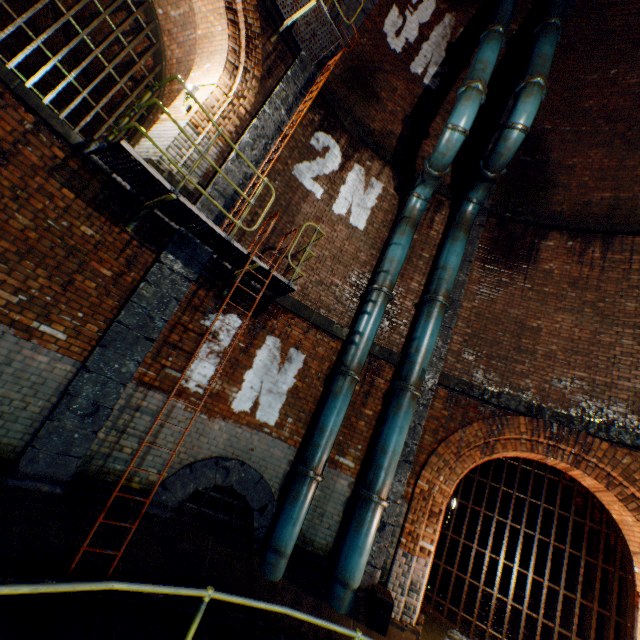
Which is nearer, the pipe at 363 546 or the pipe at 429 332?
the pipe at 363 546

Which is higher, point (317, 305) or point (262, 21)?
point (262, 21)

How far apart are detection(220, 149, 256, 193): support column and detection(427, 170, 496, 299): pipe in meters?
4.1

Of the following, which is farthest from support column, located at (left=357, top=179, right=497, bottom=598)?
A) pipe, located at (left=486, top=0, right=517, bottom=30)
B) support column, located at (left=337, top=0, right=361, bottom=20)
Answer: support column, located at (left=337, top=0, right=361, bottom=20)

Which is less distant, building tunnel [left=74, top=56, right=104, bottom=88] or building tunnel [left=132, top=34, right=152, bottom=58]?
building tunnel [left=132, top=34, right=152, bottom=58]

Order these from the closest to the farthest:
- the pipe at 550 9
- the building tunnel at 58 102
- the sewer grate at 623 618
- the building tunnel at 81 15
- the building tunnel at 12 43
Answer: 1. the sewer grate at 623 618
2. the pipe at 550 9
3. the building tunnel at 81 15
4. the building tunnel at 12 43
5. the building tunnel at 58 102

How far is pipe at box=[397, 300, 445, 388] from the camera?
6.6m

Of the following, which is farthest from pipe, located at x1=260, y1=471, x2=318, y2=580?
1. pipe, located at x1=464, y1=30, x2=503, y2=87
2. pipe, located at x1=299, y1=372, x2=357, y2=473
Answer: pipe, located at x1=464, y1=30, x2=503, y2=87
